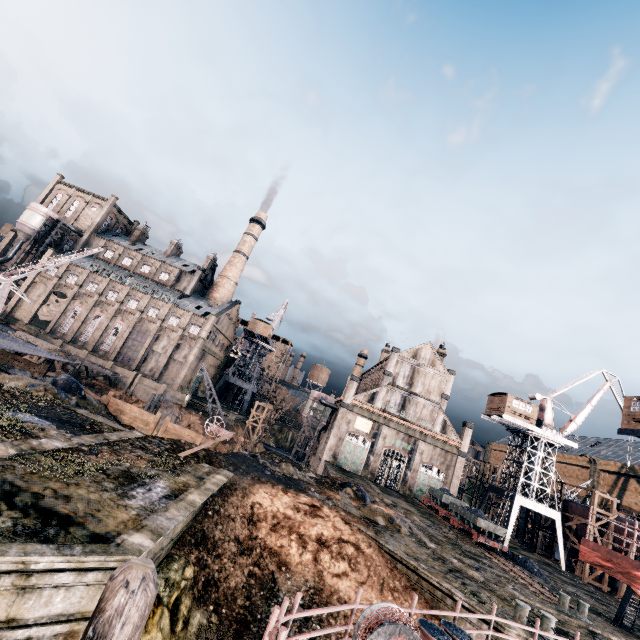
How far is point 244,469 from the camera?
22.42m

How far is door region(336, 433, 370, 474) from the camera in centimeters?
4794cm

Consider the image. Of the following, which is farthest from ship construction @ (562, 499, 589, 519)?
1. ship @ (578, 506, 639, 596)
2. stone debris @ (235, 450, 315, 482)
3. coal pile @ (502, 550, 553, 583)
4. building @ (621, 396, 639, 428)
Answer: stone debris @ (235, 450, 315, 482)

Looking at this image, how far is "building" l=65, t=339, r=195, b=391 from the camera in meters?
58.7 m

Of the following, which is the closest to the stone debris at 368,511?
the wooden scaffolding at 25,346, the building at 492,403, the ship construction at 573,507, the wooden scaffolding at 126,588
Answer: the wooden scaffolding at 25,346

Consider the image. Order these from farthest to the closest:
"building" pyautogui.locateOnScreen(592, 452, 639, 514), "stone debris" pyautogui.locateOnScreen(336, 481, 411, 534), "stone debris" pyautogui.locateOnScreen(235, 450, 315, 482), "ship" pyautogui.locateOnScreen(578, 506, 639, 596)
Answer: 1. "building" pyautogui.locateOnScreen(592, 452, 639, 514)
2. "stone debris" pyautogui.locateOnScreen(235, 450, 315, 482)
3. "stone debris" pyautogui.locateOnScreen(336, 481, 411, 534)
4. "ship" pyautogui.locateOnScreen(578, 506, 639, 596)

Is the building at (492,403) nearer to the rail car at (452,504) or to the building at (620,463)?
the building at (620,463)

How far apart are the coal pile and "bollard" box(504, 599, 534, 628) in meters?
19.3
